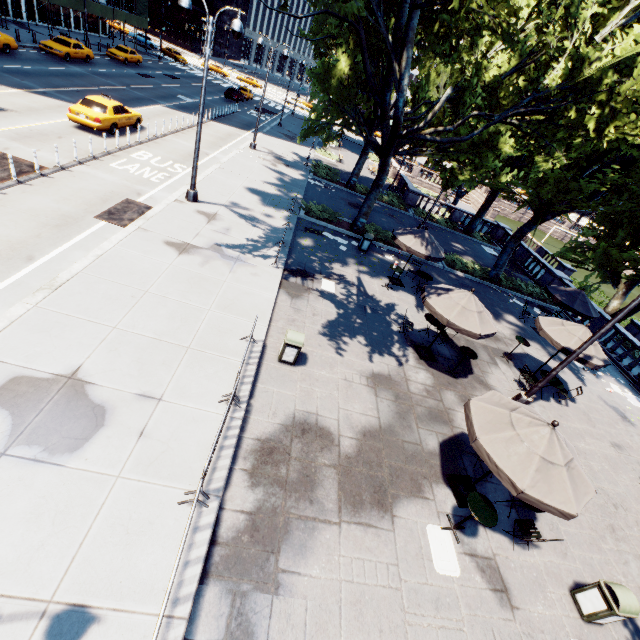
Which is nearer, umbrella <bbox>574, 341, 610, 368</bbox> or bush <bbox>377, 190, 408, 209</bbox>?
umbrella <bbox>574, 341, 610, 368</bbox>

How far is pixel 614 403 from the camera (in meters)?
14.87

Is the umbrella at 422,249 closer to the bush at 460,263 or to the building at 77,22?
the bush at 460,263

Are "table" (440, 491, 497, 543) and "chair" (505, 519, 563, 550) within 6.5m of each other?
yes

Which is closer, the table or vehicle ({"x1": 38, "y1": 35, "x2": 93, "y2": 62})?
the table

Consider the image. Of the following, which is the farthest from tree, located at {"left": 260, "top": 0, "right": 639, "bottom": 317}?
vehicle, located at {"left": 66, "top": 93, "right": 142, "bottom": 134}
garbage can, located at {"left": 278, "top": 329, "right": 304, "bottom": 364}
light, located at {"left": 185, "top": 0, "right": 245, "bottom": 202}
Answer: vehicle, located at {"left": 66, "top": 93, "right": 142, "bottom": 134}

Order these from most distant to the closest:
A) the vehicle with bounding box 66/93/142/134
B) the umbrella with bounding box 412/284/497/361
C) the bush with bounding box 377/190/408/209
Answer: the bush with bounding box 377/190/408/209 < the vehicle with bounding box 66/93/142/134 < the umbrella with bounding box 412/284/497/361

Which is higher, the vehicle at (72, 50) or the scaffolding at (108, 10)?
the scaffolding at (108, 10)
